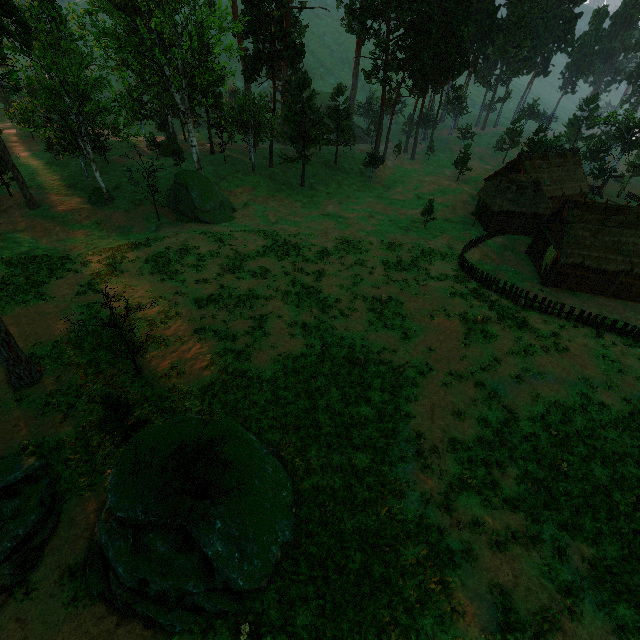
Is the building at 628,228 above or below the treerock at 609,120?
below

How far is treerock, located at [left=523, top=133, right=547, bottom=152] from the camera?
55.65m

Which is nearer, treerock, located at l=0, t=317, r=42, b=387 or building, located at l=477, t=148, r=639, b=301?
treerock, located at l=0, t=317, r=42, b=387

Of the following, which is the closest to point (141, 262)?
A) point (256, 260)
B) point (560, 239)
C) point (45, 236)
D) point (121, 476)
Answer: point (256, 260)

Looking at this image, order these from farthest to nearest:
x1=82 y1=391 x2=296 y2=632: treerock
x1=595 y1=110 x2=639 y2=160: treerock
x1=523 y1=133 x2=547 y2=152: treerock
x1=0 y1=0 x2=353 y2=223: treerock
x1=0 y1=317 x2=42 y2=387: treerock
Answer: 1. x1=595 y1=110 x2=639 y2=160: treerock
2. x1=523 y1=133 x2=547 y2=152: treerock
3. x1=0 y1=0 x2=353 y2=223: treerock
4. x1=0 y1=317 x2=42 y2=387: treerock
5. x1=82 y1=391 x2=296 y2=632: treerock

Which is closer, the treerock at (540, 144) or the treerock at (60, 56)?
the treerock at (60, 56)
